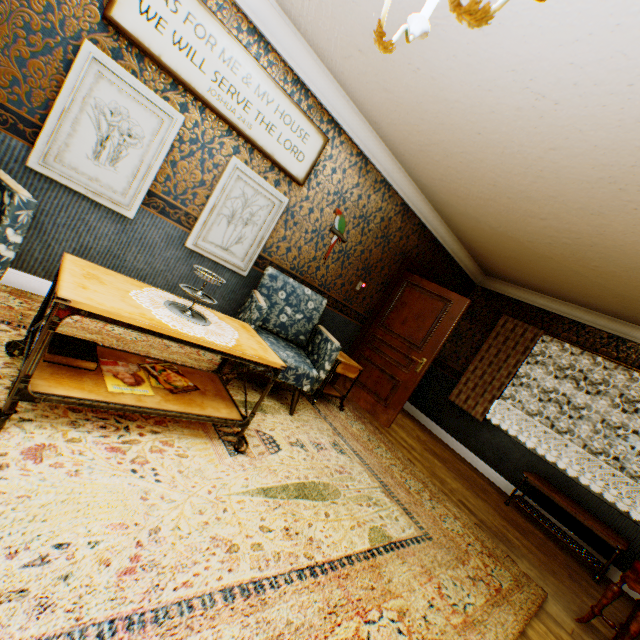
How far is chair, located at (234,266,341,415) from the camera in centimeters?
302cm

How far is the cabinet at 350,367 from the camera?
3.9 meters

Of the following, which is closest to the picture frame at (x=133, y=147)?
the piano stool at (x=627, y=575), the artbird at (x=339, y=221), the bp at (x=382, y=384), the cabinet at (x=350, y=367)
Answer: the artbird at (x=339, y=221)

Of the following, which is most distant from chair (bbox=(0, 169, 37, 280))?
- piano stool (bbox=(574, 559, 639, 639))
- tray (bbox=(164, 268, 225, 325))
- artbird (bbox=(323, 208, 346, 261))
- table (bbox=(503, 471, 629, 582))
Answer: table (bbox=(503, 471, 629, 582))

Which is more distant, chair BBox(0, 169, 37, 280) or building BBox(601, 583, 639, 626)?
building BBox(601, 583, 639, 626)

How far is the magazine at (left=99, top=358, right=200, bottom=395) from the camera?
1.8m

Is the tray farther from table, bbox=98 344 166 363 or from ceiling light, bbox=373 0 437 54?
ceiling light, bbox=373 0 437 54

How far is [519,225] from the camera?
3.92m
